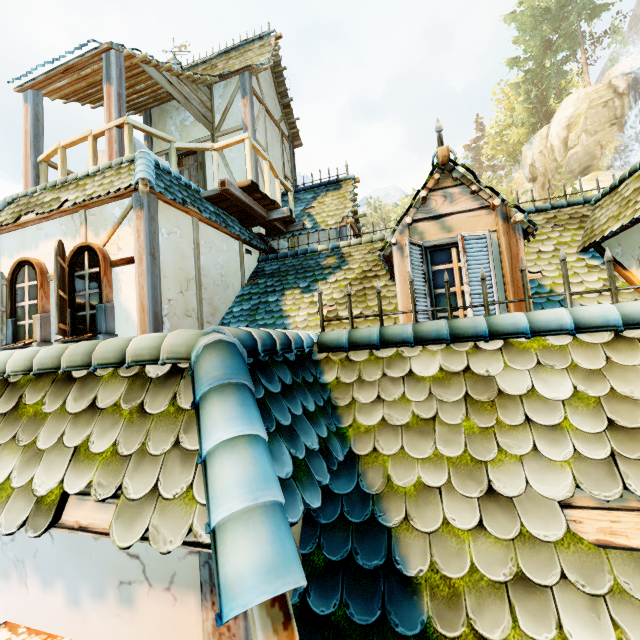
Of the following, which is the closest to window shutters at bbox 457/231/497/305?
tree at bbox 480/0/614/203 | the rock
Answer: tree at bbox 480/0/614/203

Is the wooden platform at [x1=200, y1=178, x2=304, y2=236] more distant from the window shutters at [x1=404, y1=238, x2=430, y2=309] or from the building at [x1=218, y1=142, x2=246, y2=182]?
the window shutters at [x1=404, y1=238, x2=430, y2=309]

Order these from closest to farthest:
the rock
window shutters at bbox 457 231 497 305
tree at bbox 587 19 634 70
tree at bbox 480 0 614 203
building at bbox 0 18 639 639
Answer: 1. building at bbox 0 18 639 639
2. window shutters at bbox 457 231 497 305
3. the rock
4. tree at bbox 587 19 634 70
5. tree at bbox 480 0 614 203

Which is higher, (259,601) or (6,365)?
(6,365)

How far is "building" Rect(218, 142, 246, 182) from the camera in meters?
8.3 m

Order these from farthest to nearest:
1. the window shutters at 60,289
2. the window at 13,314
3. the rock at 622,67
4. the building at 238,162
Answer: the rock at 622,67
the building at 238,162
the window at 13,314
the window shutters at 60,289

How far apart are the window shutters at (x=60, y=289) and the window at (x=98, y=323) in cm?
3

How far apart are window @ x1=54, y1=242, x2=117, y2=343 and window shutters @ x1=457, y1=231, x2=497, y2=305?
4.9 meters
